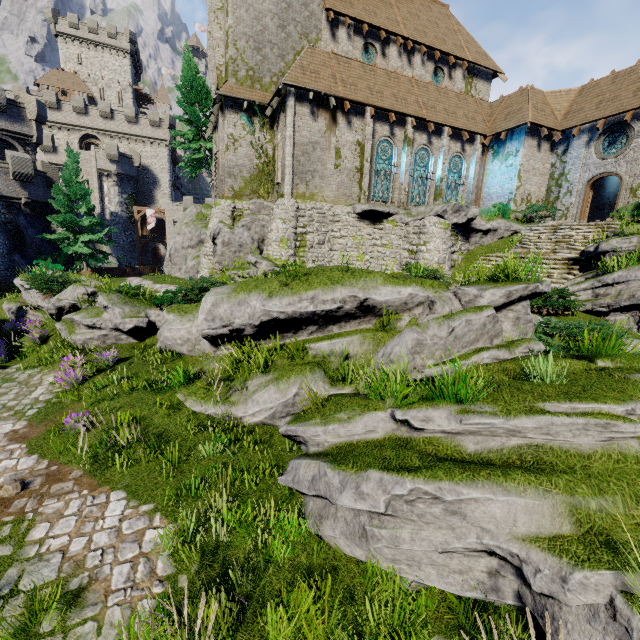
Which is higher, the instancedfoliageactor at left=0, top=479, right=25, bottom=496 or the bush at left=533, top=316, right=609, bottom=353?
the bush at left=533, top=316, right=609, bottom=353

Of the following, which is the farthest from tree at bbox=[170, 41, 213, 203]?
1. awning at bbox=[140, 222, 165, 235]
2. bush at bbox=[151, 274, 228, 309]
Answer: awning at bbox=[140, 222, 165, 235]

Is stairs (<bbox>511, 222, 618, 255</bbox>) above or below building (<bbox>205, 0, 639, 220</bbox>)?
below

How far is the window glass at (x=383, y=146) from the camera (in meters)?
20.24

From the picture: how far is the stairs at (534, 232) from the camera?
16.1 meters

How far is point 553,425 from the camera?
3.9m

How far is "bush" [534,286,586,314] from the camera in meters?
11.1 m

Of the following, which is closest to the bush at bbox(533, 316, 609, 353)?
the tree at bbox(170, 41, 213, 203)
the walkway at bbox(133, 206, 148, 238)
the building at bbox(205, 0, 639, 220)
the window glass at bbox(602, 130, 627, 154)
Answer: the building at bbox(205, 0, 639, 220)
